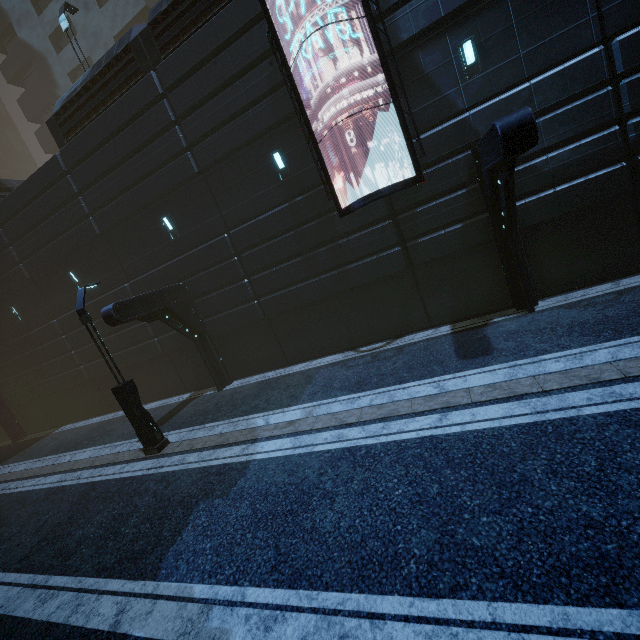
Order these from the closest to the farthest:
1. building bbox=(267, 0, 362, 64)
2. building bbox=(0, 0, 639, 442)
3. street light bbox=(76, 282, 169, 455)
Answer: building bbox=(0, 0, 639, 442) < building bbox=(267, 0, 362, 64) < street light bbox=(76, 282, 169, 455)

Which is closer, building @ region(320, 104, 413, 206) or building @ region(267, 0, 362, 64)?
building @ region(267, 0, 362, 64)

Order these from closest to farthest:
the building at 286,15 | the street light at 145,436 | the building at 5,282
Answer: the building at 5,282, the building at 286,15, the street light at 145,436

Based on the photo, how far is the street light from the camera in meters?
9.6 m

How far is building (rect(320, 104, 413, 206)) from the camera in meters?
9.8 m

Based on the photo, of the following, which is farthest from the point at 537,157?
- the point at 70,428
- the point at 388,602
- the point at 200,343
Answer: the point at 70,428

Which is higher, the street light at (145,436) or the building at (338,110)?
the building at (338,110)
